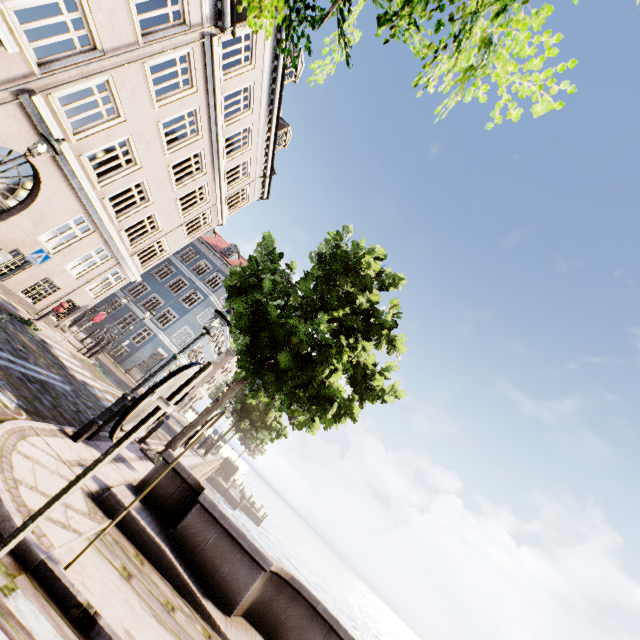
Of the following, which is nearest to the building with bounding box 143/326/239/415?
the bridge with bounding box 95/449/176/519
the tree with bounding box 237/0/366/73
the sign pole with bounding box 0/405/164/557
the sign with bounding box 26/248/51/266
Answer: the sign with bounding box 26/248/51/266

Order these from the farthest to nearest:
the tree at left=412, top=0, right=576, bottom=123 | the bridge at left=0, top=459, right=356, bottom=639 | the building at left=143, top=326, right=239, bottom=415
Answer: the building at left=143, top=326, right=239, bottom=415 < the bridge at left=0, top=459, right=356, bottom=639 < the tree at left=412, top=0, right=576, bottom=123

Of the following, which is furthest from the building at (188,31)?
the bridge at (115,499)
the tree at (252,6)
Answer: the bridge at (115,499)

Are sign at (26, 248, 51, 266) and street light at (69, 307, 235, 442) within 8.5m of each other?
yes

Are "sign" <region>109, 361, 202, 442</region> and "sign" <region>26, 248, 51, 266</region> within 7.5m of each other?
no

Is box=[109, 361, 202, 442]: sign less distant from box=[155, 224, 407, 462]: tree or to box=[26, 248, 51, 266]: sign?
box=[155, 224, 407, 462]: tree

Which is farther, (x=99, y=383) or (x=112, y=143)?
(x=99, y=383)

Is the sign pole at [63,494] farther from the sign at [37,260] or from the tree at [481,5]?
the sign at [37,260]
